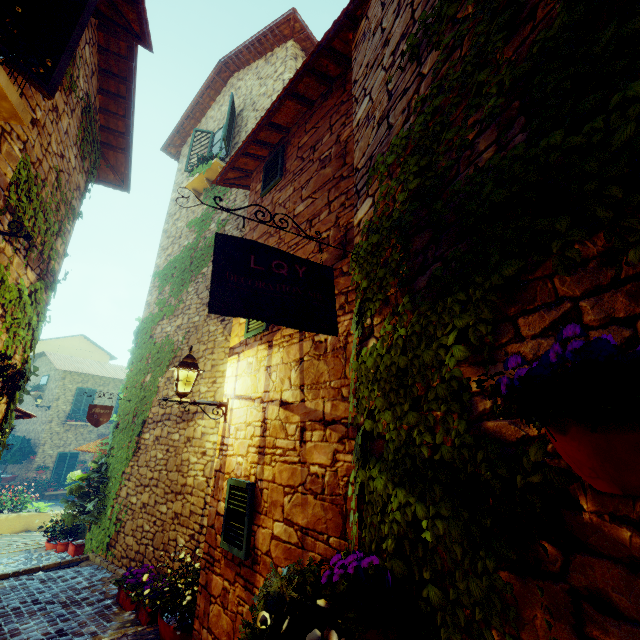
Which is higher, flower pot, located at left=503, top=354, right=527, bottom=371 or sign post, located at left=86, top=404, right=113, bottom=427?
sign post, located at left=86, top=404, right=113, bottom=427

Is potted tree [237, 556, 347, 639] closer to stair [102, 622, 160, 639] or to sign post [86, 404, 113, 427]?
stair [102, 622, 160, 639]

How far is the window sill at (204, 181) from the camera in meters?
8.2 m

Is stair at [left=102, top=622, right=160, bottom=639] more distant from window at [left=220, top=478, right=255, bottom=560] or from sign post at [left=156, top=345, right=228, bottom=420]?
sign post at [left=156, top=345, right=228, bottom=420]

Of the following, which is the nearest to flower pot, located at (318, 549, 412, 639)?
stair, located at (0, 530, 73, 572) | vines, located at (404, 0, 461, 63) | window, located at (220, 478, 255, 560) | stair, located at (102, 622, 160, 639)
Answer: vines, located at (404, 0, 461, 63)

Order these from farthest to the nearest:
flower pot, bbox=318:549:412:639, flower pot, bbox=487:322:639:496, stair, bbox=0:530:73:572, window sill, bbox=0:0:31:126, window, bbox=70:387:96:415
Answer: window, bbox=70:387:96:415 < stair, bbox=0:530:73:572 < window sill, bbox=0:0:31:126 < flower pot, bbox=318:549:412:639 < flower pot, bbox=487:322:639:496

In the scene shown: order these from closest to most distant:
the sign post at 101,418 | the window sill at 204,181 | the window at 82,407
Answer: the sign post at 101,418 < the window sill at 204,181 < the window at 82,407

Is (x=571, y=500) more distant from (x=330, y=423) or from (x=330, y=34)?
(x=330, y=34)
